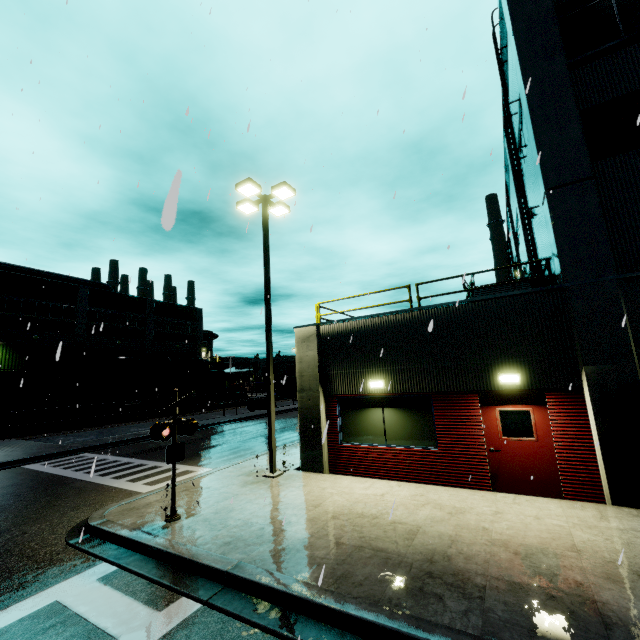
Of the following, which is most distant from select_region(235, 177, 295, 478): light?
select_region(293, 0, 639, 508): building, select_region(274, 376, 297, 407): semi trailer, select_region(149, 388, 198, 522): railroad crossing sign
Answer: select_region(274, 376, 297, 407): semi trailer

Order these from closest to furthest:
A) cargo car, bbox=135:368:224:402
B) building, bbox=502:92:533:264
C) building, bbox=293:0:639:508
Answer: building, bbox=293:0:639:508 → building, bbox=502:92:533:264 → cargo car, bbox=135:368:224:402

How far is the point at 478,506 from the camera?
7.20m

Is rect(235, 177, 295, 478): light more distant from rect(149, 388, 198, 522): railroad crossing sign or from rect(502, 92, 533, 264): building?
rect(149, 388, 198, 522): railroad crossing sign

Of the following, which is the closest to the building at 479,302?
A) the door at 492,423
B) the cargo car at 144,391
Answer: the door at 492,423

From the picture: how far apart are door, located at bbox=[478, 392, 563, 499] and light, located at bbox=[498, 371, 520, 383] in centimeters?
22cm

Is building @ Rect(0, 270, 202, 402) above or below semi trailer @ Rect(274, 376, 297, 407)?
above

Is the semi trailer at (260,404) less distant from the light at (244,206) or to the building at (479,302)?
the building at (479,302)
